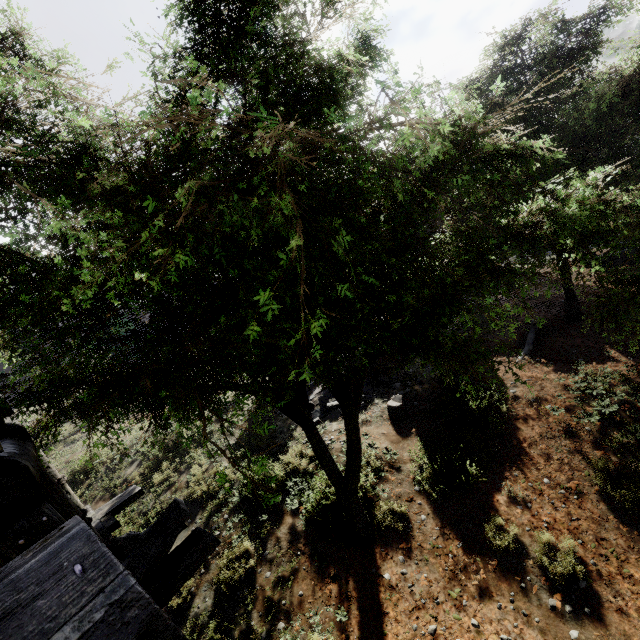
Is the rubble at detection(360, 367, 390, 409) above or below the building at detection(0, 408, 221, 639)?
below

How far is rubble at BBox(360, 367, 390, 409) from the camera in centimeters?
1060cm

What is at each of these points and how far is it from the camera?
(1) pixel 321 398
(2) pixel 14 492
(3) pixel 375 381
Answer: (1) rubble, 10.8 meters
(2) building, 2.5 meters
(3) rubble, 11.4 meters

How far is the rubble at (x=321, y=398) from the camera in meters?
10.4 m

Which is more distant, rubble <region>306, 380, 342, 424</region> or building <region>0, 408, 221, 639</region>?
rubble <region>306, 380, 342, 424</region>
